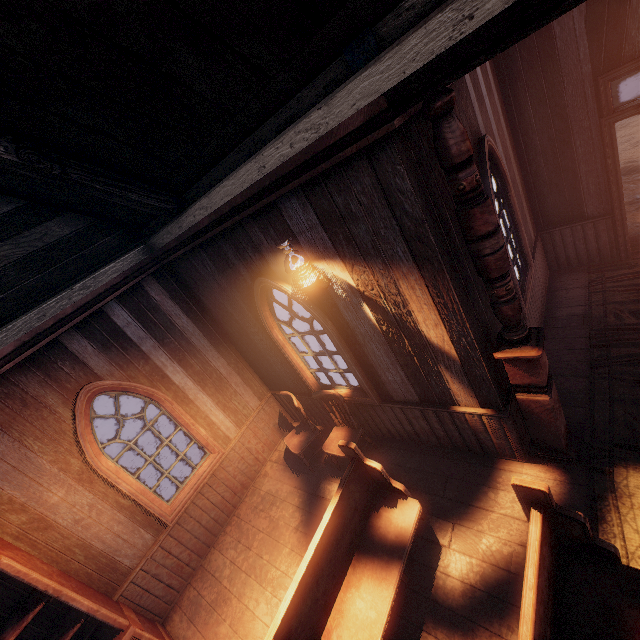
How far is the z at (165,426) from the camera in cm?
1097

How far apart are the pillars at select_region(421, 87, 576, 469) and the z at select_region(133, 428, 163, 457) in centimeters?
1120cm

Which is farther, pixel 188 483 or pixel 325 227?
pixel 188 483

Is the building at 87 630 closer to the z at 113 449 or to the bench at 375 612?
the bench at 375 612

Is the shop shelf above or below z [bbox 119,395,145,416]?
above

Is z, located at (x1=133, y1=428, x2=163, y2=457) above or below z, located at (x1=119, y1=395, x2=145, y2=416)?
below

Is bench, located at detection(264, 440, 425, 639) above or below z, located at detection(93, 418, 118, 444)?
above

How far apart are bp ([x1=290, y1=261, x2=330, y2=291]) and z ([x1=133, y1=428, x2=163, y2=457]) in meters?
10.4 m
